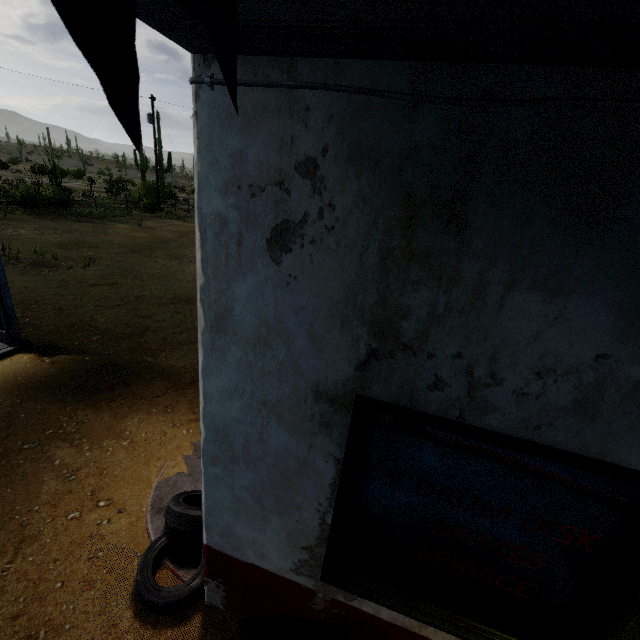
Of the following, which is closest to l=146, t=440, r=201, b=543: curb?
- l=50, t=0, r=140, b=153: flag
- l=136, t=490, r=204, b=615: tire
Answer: l=136, t=490, r=204, b=615: tire

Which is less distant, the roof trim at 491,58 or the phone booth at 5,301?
the roof trim at 491,58

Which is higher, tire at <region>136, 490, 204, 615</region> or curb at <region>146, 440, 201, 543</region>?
tire at <region>136, 490, 204, 615</region>

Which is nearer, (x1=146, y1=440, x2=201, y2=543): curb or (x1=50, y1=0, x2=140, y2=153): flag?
(x1=50, y1=0, x2=140, y2=153): flag

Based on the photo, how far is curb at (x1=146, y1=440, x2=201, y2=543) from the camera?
3.4 meters

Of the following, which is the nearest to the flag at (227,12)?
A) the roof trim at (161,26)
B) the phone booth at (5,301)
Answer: the roof trim at (161,26)

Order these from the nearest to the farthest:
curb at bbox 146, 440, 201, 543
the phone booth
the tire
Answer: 1. the tire
2. curb at bbox 146, 440, 201, 543
3. the phone booth

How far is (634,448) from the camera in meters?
1.4
